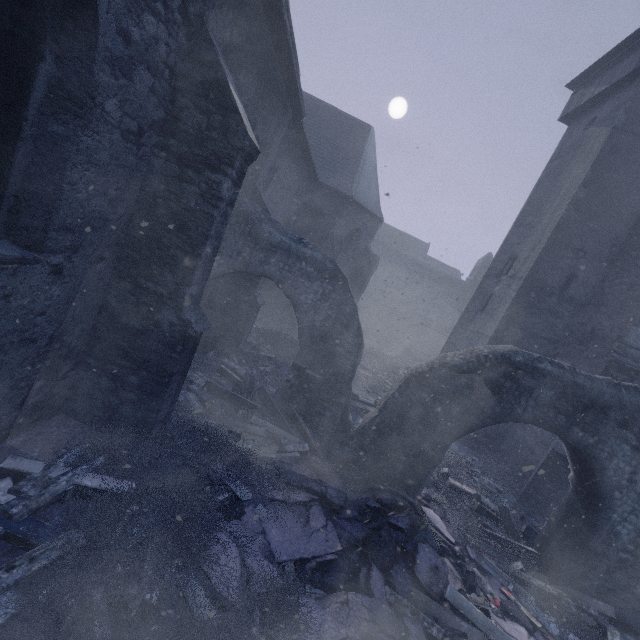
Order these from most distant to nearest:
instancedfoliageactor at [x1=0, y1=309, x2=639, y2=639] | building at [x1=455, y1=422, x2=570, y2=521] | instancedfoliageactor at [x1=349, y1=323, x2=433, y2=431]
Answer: instancedfoliageactor at [x1=349, y1=323, x2=433, y2=431] < building at [x1=455, y1=422, x2=570, y2=521] < instancedfoliageactor at [x1=0, y1=309, x2=639, y2=639]

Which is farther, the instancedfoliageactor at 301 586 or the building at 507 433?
the building at 507 433

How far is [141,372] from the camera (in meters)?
4.88

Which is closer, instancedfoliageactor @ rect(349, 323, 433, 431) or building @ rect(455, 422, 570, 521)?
building @ rect(455, 422, 570, 521)

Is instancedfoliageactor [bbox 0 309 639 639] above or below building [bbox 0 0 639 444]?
below

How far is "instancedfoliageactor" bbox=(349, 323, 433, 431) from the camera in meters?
11.3 m

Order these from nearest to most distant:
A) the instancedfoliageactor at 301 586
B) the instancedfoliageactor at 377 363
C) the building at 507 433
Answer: Answer:
1. the instancedfoliageactor at 301 586
2. the building at 507 433
3. the instancedfoliageactor at 377 363

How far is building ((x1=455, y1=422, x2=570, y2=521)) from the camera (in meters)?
8.66
